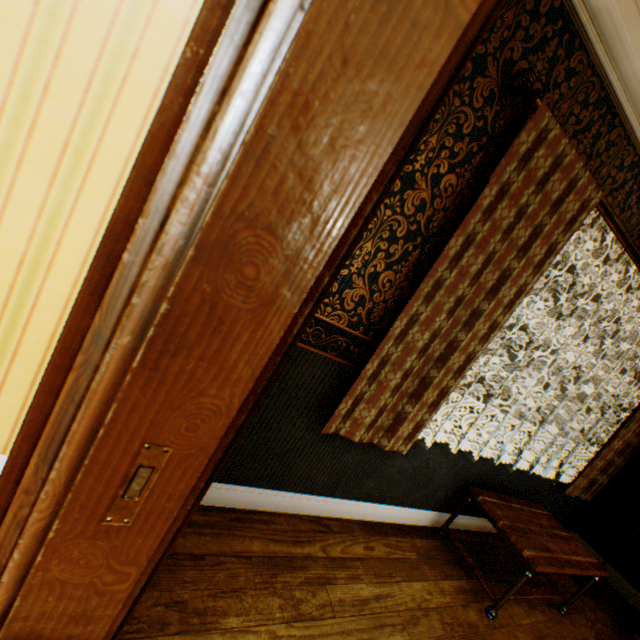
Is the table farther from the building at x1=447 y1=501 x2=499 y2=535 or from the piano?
the piano

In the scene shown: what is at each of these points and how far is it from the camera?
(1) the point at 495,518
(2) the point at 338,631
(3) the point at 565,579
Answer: (1) table, 2.4m
(2) building, 1.6m
(3) building, 3.3m

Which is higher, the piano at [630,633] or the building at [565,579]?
the piano at [630,633]

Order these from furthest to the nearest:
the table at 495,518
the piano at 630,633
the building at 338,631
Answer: the piano at 630,633 → the table at 495,518 → the building at 338,631

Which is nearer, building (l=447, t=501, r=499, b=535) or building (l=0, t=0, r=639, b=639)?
building (l=0, t=0, r=639, b=639)

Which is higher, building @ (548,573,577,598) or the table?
the table

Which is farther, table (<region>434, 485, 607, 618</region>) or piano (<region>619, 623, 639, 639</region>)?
piano (<region>619, 623, 639, 639</region>)

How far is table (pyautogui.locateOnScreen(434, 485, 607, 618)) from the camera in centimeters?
224cm
